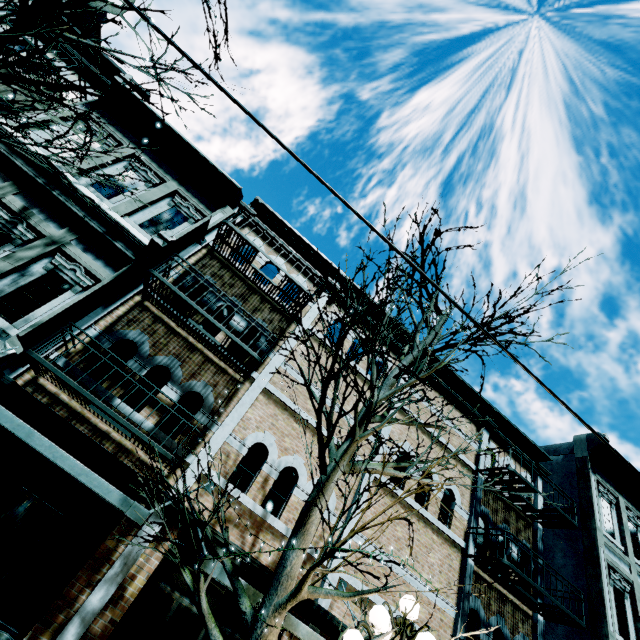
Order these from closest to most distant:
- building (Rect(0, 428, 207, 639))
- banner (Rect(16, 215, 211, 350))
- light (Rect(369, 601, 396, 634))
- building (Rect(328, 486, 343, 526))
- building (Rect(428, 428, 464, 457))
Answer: light (Rect(369, 601, 396, 634)), building (Rect(0, 428, 207, 639)), banner (Rect(16, 215, 211, 350)), building (Rect(328, 486, 343, 526)), building (Rect(428, 428, 464, 457))

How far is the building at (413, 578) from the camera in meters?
8.1 m

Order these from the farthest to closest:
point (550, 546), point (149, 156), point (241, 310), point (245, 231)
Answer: point (550, 546) < point (245, 231) < point (149, 156) < point (241, 310)

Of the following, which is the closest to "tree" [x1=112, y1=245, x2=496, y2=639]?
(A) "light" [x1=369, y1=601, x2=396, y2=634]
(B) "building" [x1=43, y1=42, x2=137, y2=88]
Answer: (A) "light" [x1=369, y1=601, x2=396, y2=634]

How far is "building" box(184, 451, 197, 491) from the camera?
6.8m

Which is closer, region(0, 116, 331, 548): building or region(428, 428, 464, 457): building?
region(0, 116, 331, 548): building

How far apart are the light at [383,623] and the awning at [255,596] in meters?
1.1
